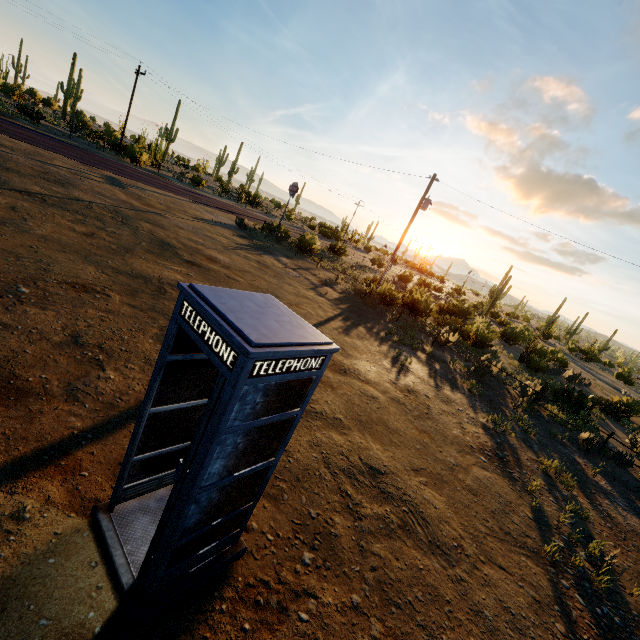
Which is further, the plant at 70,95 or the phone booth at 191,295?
the plant at 70,95

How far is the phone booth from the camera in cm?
228

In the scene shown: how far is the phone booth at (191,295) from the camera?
2.28m

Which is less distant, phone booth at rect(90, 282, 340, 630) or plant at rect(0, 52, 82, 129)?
phone booth at rect(90, 282, 340, 630)

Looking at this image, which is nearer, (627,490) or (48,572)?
(48,572)
